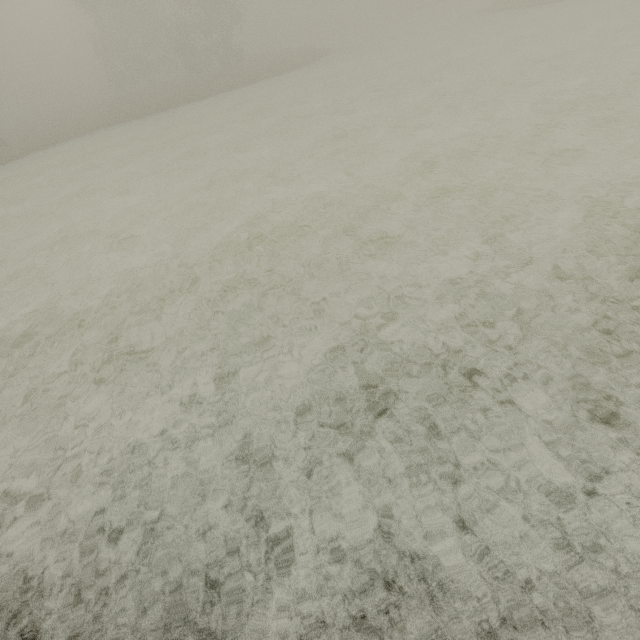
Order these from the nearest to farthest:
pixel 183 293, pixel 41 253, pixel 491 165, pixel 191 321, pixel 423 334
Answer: pixel 423 334 < pixel 191 321 < pixel 183 293 < pixel 491 165 < pixel 41 253
